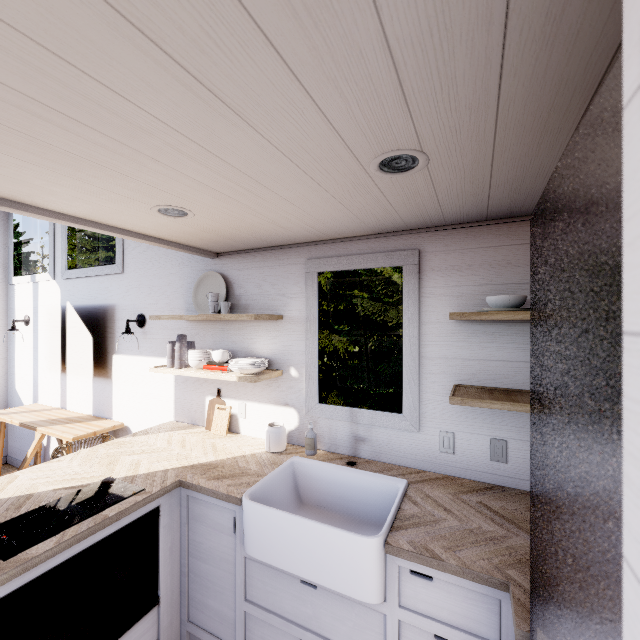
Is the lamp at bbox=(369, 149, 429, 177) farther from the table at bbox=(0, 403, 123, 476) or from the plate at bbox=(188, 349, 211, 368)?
the table at bbox=(0, 403, 123, 476)

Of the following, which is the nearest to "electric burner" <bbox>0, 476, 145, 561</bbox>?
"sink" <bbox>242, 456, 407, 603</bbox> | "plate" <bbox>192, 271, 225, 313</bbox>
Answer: "sink" <bbox>242, 456, 407, 603</bbox>

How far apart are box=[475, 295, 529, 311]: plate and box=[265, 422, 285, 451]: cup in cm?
160

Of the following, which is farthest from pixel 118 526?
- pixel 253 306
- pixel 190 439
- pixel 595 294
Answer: pixel 595 294

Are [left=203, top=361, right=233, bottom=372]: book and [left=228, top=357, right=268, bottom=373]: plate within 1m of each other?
yes

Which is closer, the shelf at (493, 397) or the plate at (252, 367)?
the shelf at (493, 397)

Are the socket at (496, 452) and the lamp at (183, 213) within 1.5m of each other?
no

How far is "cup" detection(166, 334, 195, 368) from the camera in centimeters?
263cm
